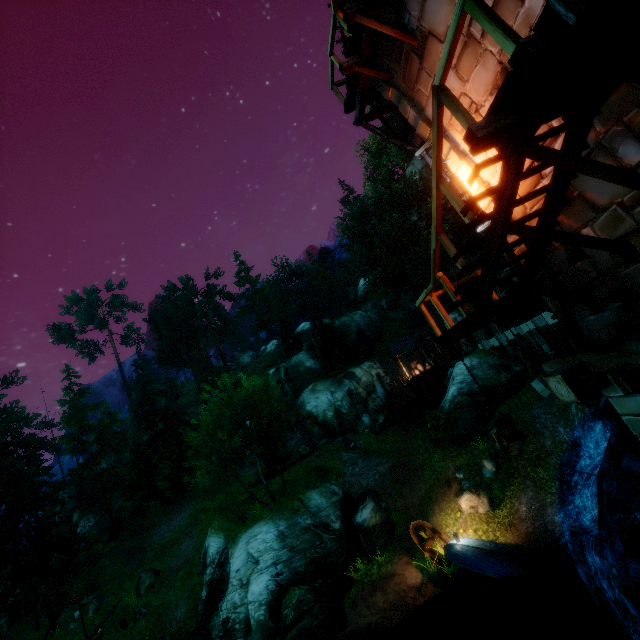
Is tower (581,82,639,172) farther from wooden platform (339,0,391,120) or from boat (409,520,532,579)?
boat (409,520,532,579)

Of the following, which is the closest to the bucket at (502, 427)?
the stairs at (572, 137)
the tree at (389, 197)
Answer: the stairs at (572, 137)

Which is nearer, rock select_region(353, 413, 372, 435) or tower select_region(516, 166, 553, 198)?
tower select_region(516, 166, 553, 198)

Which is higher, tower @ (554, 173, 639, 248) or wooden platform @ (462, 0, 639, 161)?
wooden platform @ (462, 0, 639, 161)

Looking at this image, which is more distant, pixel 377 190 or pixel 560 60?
pixel 377 190

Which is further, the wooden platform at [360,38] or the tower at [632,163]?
the wooden platform at [360,38]

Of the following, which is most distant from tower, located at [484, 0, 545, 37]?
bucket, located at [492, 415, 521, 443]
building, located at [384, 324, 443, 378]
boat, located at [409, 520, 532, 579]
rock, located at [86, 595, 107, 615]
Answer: rock, located at [86, 595, 107, 615]

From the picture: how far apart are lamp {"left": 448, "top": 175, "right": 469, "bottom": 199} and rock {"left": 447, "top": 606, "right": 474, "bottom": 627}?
16.13m
